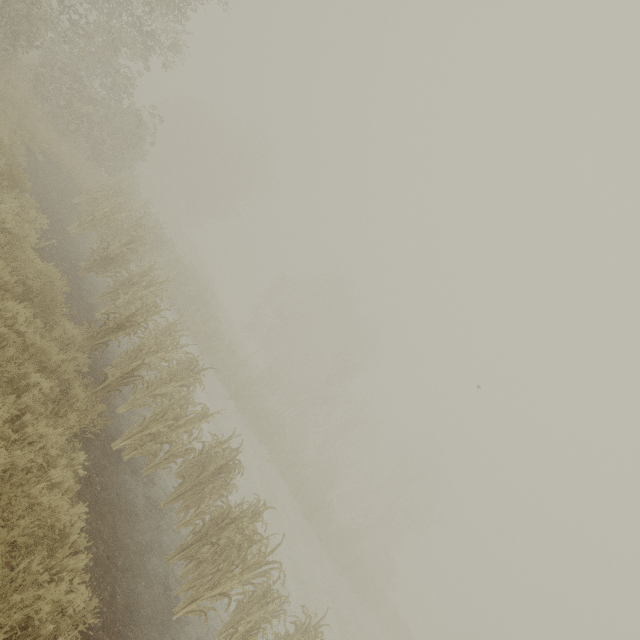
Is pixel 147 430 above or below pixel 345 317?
below
